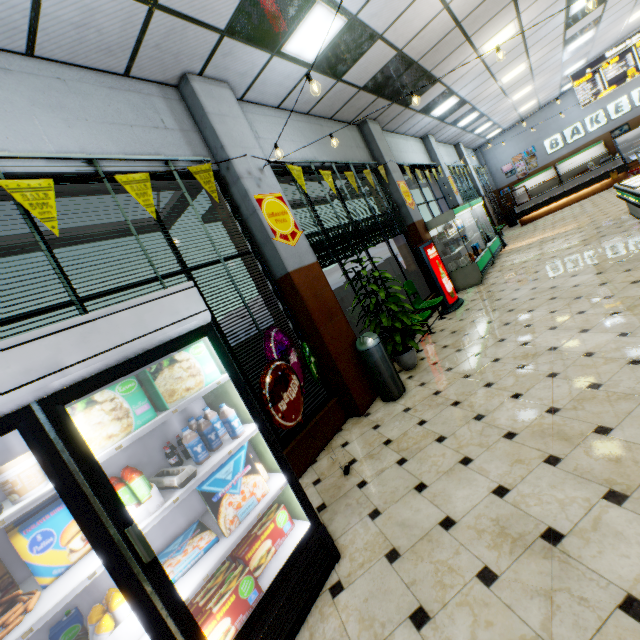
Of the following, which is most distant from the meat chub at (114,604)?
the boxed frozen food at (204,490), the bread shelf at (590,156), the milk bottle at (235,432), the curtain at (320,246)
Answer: the bread shelf at (590,156)

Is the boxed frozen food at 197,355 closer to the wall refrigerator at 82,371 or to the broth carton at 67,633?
the wall refrigerator at 82,371

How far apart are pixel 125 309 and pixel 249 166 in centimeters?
321cm

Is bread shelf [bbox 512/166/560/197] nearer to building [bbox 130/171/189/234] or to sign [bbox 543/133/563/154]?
building [bbox 130/171/189/234]

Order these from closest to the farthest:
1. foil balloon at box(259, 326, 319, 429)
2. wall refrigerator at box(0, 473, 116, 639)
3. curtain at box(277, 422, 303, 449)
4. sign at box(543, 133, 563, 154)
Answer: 1. wall refrigerator at box(0, 473, 116, 639)
2. foil balloon at box(259, 326, 319, 429)
3. curtain at box(277, 422, 303, 449)
4. sign at box(543, 133, 563, 154)

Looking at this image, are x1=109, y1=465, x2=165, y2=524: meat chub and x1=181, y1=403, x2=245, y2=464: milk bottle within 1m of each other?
yes

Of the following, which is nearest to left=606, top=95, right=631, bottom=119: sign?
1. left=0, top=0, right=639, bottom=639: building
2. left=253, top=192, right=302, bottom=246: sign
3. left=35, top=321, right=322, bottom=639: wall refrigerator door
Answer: left=0, top=0, right=639, bottom=639: building

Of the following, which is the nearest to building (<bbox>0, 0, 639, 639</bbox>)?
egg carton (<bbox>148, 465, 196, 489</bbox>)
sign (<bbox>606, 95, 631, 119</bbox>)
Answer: sign (<bbox>606, 95, 631, 119</bbox>)
